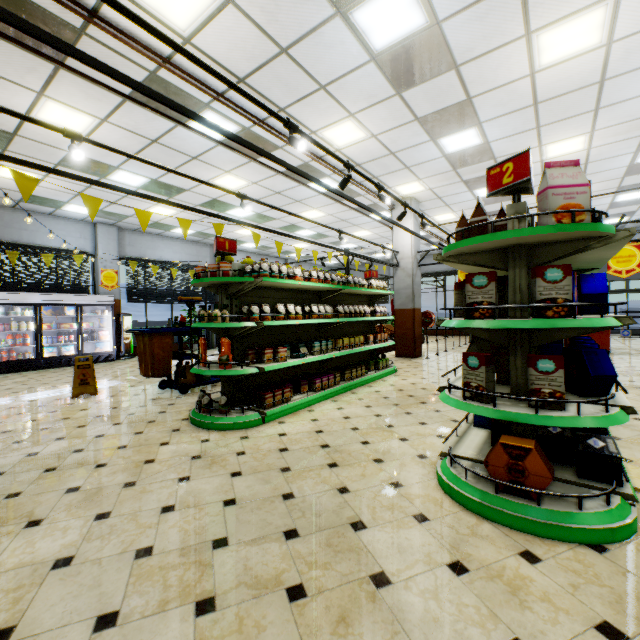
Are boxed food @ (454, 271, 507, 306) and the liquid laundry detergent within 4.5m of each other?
no

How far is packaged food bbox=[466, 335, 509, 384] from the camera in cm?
277

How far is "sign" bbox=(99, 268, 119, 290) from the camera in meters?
11.7 m

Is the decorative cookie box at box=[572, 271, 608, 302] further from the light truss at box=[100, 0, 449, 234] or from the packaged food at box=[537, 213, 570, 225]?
the light truss at box=[100, 0, 449, 234]

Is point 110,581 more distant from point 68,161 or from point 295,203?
point 295,203

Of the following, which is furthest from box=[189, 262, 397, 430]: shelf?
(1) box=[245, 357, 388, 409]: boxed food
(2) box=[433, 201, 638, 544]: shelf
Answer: (2) box=[433, 201, 638, 544]: shelf

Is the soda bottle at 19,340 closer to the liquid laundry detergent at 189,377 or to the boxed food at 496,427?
the liquid laundry detergent at 189,377

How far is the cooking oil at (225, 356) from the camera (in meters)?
4.15
